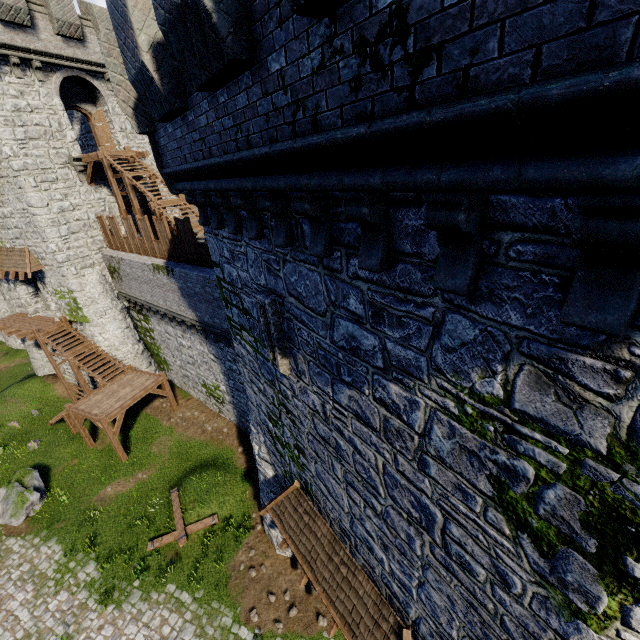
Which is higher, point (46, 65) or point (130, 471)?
point (46, 65)

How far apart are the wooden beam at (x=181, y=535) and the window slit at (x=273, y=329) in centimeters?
1108cm

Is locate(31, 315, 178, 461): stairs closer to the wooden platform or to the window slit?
the wooden platform

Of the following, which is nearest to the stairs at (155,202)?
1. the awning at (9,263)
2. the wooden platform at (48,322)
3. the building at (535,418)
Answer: the building at (535,418)

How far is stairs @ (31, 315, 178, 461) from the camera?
17.50m

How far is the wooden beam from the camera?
13.75m

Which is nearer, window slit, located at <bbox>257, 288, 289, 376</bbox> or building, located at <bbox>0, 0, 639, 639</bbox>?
building, located at <bbox>0, 0, 639, 639</bbox>

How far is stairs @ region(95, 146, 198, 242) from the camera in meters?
16.4
